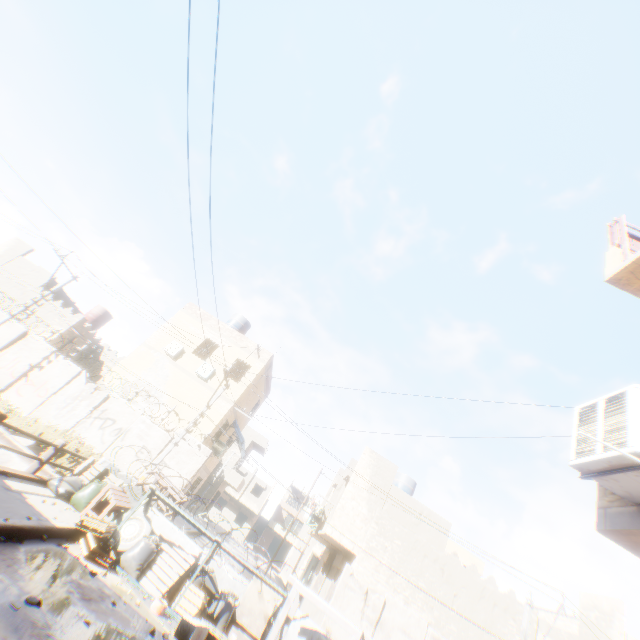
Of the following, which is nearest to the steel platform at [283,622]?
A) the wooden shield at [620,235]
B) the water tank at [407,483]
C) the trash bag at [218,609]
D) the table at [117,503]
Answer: the trash bag at [218,609]

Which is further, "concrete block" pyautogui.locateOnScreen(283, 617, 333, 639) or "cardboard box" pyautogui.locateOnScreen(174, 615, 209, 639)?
"concrete block" pyautogui.locateOnScreen(283, 617, 333, 639)

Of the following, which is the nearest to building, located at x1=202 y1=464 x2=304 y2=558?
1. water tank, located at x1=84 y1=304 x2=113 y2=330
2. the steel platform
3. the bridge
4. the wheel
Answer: the steel platform

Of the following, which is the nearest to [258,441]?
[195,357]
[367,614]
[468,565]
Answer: [195,357]

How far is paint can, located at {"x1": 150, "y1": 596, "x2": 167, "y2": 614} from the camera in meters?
6.3

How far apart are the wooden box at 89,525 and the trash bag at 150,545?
0.08m

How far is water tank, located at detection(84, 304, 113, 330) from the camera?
26.5m

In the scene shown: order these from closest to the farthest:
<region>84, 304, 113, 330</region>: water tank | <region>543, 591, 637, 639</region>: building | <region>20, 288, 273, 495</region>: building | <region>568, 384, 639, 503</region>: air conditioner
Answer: <region>568, 384, 639, 503</region>: air conditioner
<region>543, 591, 637, 639</region>: building
<region>20, 288, 273, 495</region>: building
<region>84, 304, 113, 330</region>: water tank
